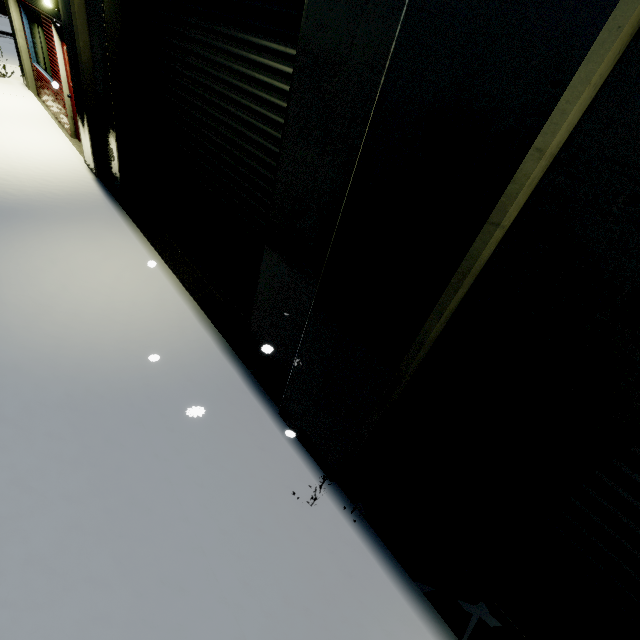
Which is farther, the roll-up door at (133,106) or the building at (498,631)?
the roll-up door at (133,106)

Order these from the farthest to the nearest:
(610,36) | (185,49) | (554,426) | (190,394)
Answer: (185,49)
(190,394)
(554,426)
(610,36)

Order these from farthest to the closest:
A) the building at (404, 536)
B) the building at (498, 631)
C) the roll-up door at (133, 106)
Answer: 1. the roll-up door at (133, 106)
2. the building at (498, 631)
3. the building at (404, 536)

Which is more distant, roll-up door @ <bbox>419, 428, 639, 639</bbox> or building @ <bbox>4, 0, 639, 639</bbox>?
roll-up door @ <bbox>419, 428, 639, 639</bbox>

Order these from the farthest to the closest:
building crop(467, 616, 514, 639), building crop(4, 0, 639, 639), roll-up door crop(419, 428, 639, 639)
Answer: building crop(467, 616, 514, 639), roll-up door crop(419, 428, 639, 639), building crop(4, 0, 639, 639)

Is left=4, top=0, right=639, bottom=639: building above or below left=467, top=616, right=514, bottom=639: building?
above
